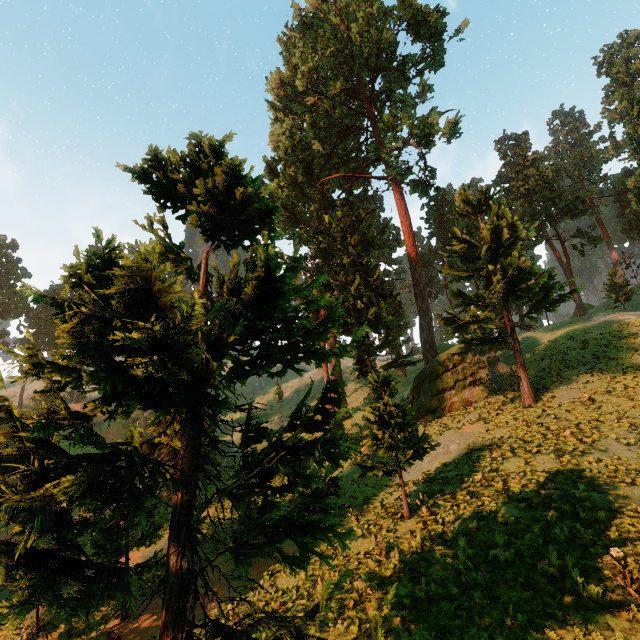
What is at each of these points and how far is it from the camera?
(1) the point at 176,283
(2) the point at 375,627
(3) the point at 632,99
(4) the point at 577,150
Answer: (1) treerock, 3.66m
(2) treerock, 3.22m
(3) treerock, 53.66m
(4) treerock, 59.16m

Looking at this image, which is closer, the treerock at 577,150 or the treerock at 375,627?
the treerock at 375,627

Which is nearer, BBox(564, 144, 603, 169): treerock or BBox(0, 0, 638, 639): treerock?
BBox(0, 0, 638, 639): treerock

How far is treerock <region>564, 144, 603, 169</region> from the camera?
57.8m

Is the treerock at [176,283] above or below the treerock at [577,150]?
below

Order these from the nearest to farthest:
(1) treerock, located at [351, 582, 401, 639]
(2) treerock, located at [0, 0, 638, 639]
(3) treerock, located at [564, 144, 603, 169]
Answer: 1. (1) treerock, located at [351, 582, 401, 639]
2. (2) treerock, located at [0, 0, 638, 639]
3. (3) treerock, located at [564, 144, 603, 169]
